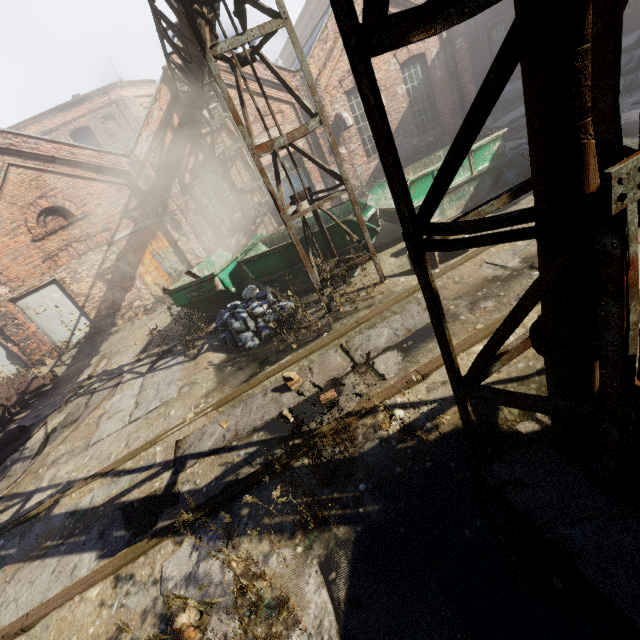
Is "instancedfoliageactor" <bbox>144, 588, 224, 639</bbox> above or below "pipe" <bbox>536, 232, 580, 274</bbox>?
below

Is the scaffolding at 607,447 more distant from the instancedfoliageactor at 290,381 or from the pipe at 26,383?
the pipe at 26,383

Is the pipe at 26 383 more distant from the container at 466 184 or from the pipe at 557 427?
the container at 466 184

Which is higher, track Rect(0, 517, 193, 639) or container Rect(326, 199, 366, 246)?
container Rect(326, 199, 366, 246)

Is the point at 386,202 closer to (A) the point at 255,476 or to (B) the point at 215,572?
(A) the point at 255,476

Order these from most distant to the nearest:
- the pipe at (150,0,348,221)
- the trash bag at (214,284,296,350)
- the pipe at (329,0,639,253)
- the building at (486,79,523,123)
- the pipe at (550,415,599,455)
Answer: the building at (486,79,523,123), the trash bag at (214,284,296,350), the pipe at (150,0,348,221), the pipe at (550,415,599,455), the pipe at (329,0,639,253)

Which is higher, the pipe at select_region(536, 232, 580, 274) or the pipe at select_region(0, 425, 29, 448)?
the pipe at select_region(536, 232, 580, 274)

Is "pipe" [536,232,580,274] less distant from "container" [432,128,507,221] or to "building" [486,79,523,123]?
"container" [432,128,507,221]
